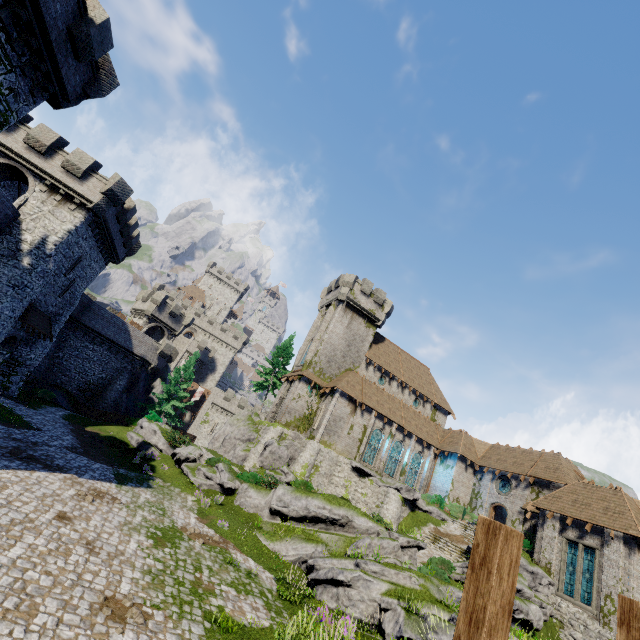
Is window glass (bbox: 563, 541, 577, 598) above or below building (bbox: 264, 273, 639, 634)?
below

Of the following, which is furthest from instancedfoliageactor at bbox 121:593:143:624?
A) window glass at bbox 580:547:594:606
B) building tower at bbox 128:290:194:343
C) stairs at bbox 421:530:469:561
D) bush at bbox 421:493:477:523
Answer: building tower at bbox 128:290:194:343

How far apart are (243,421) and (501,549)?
38.6 meters

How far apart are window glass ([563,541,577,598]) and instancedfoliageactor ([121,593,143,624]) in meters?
28.0

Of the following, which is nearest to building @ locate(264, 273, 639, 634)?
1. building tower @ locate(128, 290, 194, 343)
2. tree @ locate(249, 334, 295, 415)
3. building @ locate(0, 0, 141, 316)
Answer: tree @ locate(249, 334, 295, 415)

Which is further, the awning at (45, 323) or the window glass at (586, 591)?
the awning at (45, 323)

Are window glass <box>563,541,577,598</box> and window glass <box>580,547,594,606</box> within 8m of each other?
yes

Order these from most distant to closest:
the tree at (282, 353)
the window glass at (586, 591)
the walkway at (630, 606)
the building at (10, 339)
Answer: the tree at (282, 353)
the building at (10, 339)
the window glass at (586, 591)
the walkway at (630, 606)
